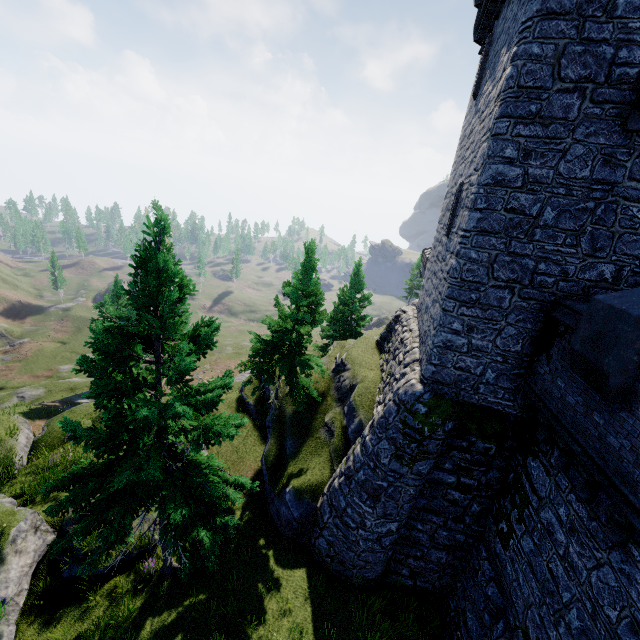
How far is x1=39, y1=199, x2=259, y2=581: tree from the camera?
7.50m

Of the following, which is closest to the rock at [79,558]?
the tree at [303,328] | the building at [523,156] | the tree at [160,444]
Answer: the tree at [303,328]

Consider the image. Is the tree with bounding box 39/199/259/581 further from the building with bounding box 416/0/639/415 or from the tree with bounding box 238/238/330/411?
the building with bounding box 416/0/639/415

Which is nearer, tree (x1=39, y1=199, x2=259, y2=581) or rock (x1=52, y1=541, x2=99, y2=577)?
tree (x1=39, y1=199, x2=259, y2=581)

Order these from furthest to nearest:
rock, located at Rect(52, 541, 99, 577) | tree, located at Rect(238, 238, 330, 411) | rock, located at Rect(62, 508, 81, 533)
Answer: tree, located at Rect(238, 238, 330, 411), rock, located at Rect(62, 508, 81, 533), rock, located at Rect(52, 541, 99, 577)

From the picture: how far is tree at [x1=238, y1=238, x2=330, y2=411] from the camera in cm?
1581

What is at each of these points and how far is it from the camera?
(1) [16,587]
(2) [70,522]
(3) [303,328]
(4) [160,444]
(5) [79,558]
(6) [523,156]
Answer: (1) rock, 10.0m
(2) rock, 12.1m
(3) tree, 17.4m
(4) tree, 8.5m
(5) rock, 11.4m
(6) building, 8.4m

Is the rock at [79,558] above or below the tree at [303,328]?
below
